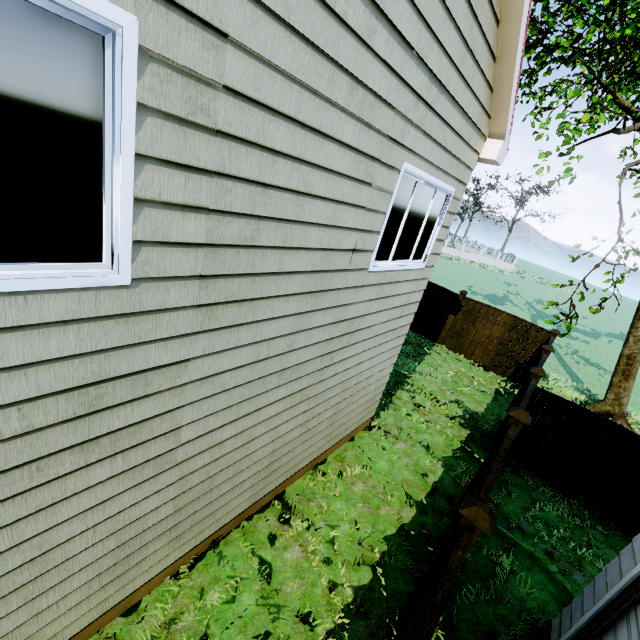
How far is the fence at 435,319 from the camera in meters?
13.7 m

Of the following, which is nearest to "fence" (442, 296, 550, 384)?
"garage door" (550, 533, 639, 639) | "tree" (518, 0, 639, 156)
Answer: "garage door" (550, 533, 639, 639)

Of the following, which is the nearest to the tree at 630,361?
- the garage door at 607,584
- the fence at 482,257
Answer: the fence at 482,257

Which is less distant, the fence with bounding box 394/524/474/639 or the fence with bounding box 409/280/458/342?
the fence with bounding box 394/524/474/639

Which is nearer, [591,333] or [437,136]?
[437,136]

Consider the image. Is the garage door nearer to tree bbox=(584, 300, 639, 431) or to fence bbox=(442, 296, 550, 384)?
fence bbox=(442, 296, 550, 384)

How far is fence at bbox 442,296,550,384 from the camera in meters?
12.0
